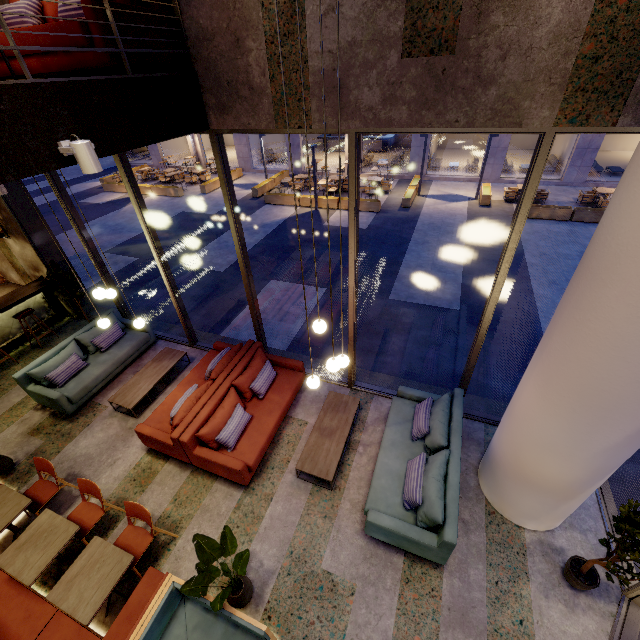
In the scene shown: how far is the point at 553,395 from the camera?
3.2m

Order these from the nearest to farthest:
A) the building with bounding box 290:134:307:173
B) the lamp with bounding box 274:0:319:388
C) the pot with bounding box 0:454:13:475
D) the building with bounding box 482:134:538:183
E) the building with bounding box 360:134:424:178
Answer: the lamp with bounding box 274:0:319:388 → the pot with bounding box 0:454:13:475 → the building with bounding box 482:134:538:183 → the building with bounding box 360:134:424:178 → the building with bounding box 290:134:307:173

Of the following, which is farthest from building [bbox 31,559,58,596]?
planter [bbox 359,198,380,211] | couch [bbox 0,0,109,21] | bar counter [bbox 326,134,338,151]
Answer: bar counter [bbox 326,134,338,151]

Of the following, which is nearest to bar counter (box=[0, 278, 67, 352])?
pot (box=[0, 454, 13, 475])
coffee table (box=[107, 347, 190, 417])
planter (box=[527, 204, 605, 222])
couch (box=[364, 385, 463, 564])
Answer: pot (box=[0, 454, 13, 475])

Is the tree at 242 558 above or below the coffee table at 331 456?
above

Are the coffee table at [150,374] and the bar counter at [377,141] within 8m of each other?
no

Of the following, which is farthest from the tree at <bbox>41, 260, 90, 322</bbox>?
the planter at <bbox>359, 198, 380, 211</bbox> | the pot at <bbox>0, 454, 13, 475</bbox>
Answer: the planter at <bbox>359, 198, 380, 211</bbox>

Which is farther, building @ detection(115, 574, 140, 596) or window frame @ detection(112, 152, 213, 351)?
window frame @ detection(112, 152, 213, 351)
